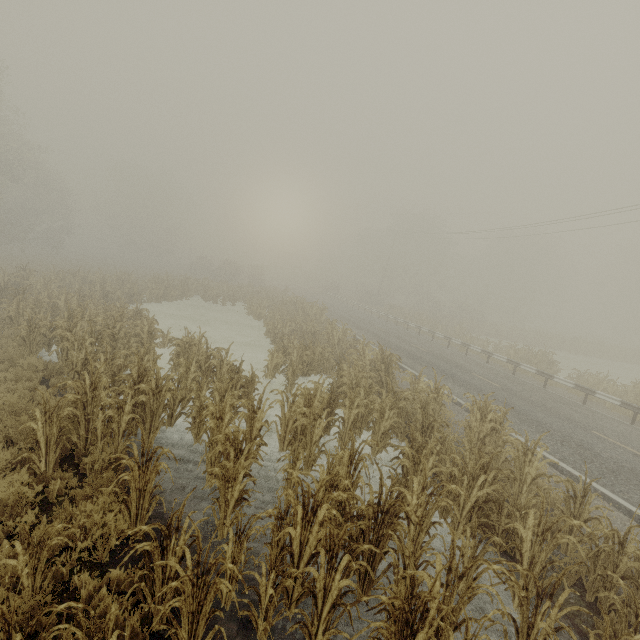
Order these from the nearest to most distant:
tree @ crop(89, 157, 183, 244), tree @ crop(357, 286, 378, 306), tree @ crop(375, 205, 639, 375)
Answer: tree @ crop(375, 205, 639, 375), tree @ crop(357, 286, 378, 306), tree @ crop(89, 157, 183, 244)

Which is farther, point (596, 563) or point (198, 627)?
point (596, 563)

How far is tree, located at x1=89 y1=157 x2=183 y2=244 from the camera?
53.66m

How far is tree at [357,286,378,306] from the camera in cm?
5066

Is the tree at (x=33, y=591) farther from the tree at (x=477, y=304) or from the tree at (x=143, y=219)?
the tree at (x=143, y=219)

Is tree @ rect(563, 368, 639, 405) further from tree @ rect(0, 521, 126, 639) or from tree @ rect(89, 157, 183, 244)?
tree @ rect(89, 157, 183, 244)

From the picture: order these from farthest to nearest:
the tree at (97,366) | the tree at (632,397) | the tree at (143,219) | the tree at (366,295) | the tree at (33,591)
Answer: the tree at (143,219)
the tree at (366,295)
the tree at (632,397)
the tree at (97,366)
the tree at (33,591)

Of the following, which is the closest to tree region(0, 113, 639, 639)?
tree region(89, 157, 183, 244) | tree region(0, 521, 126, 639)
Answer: tree region(0, 521, 126, 639)
